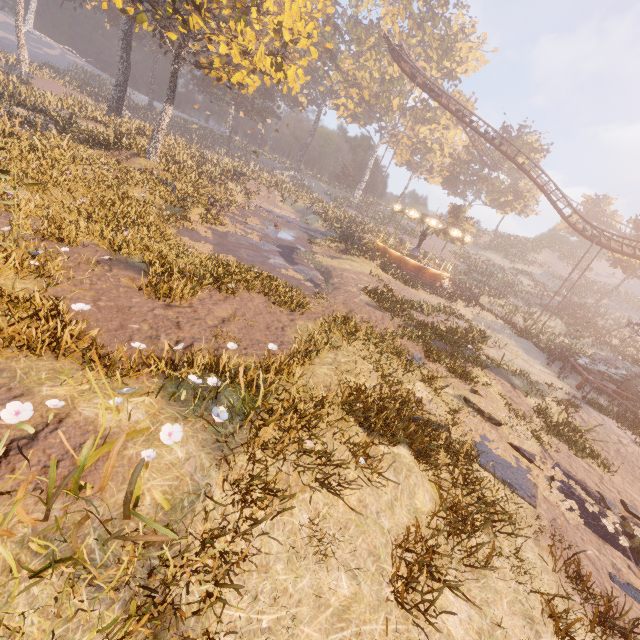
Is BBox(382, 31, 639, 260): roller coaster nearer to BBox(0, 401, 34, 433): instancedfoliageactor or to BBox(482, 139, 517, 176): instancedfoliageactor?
BBox(482, 139, 517, 176): instancedfoliageactor

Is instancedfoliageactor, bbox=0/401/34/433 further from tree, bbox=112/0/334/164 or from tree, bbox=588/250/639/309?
tree, bbox=588/250/639/309

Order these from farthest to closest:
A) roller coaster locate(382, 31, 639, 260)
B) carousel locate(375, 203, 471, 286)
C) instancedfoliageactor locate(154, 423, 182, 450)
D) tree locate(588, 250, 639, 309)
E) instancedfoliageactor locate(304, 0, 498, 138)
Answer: instancedfoliageactor locate(304, 0, 498, 138) → tree locate(588, 250, 639, 309) → carousel locate(375, 203, 471, 286) → roller coaster locate(382, 31, 639, 260) → instancedfoliageactor locate(154, 423, 182, 450)

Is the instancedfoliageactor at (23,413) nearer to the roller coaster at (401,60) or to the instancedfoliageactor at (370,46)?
the instancedfoliageactor at (370,46)

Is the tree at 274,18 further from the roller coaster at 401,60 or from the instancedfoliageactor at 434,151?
the roller coaster at 401,60

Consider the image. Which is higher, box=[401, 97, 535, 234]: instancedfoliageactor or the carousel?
box=[401, 97, 535, 234]: instancedfoliageactor

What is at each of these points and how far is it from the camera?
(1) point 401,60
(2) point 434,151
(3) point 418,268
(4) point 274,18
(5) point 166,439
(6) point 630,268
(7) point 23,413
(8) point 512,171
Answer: (1) roller coaster, 33.6m
(2) instancedfoliageactor, 59.2m
(3) carousel, 28.3m
(4) tree, 19.1m
(5) instancedfoliageactor, 3.7m
(6) tree, 38.2m
(7) instancedfoliageactor, 3.3m
(8) instancedfoliageactor, 54.6m

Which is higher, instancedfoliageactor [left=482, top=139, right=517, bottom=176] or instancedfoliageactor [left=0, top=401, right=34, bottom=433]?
instancedfoliageactor [left=482, top=139, right=517, bottom=176]
